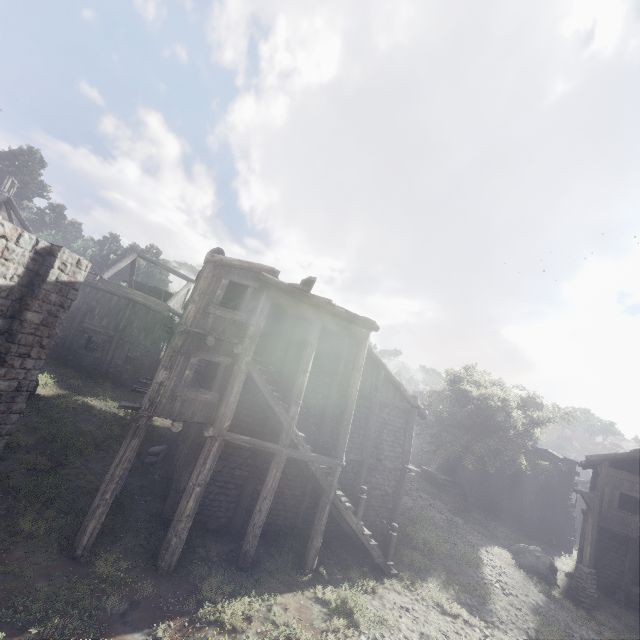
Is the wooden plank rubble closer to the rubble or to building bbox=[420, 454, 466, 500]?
building bbox=[420, 454, 466, 500]

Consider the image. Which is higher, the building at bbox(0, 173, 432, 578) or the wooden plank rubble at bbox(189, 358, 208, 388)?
the wooden plank rubble at bbox(189, 358, 208, 388)

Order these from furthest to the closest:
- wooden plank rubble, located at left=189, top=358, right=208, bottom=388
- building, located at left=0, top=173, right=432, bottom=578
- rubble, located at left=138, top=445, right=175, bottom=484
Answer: wooden plank rubble, located at left=189, top=358, right=208, bottom=388 → rubble, located at left=138, top=445, right=175, bottom=484 → building, located at left=0, top=173, right=432, bottom=578

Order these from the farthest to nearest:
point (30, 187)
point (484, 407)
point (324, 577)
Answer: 1. point (30, 187)
2. point (484, 407)
3. point (324, 577)

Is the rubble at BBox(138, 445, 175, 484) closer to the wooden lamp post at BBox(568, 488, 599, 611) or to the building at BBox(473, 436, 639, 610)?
the building at BBox(473, 436, 639, 610)

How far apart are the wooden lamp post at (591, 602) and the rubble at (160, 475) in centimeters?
1936cm

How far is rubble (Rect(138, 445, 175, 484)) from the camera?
13.7 meters

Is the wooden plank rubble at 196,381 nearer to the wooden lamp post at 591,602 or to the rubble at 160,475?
the rubble at 160,475
